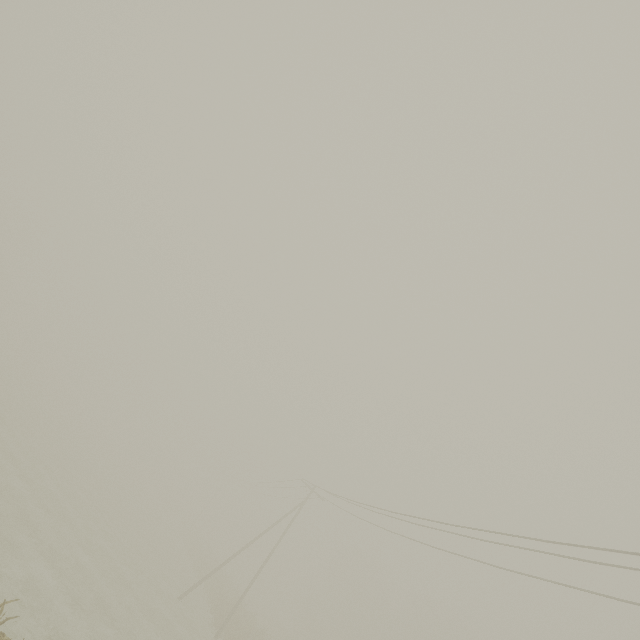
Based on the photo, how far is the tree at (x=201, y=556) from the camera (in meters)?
37.56

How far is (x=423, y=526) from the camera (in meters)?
15.74

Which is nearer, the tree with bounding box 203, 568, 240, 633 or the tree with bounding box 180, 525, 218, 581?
the tree with bounding box 203, 568, 240, 633

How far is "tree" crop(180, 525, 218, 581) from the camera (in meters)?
37.56

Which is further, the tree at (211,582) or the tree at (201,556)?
the tree at (201,556)

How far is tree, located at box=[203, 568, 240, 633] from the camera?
25.9 meters
